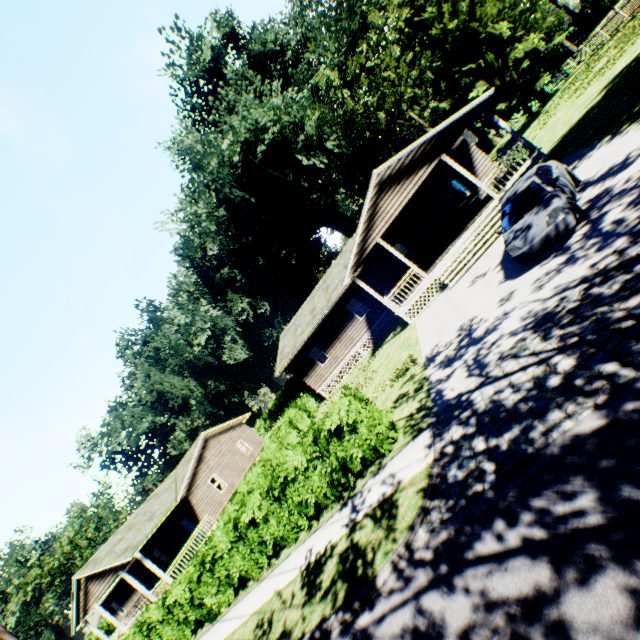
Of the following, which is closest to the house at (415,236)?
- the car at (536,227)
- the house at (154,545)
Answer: the car at (536,227)

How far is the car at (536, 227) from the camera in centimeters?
868cm

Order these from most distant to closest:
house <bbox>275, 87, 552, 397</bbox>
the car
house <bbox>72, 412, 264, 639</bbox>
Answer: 1. house <bbox>72, 412, 264, 639</bbox>
2. house <bbox>275, 87, 552, 397</bbox>
3. the car

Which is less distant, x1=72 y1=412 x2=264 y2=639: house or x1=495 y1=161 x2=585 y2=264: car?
x1=495 y1=161 x2=585 y2=264: car

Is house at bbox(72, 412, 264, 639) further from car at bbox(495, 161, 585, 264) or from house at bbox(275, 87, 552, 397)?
car at bbox(495, 161, 585, 264)

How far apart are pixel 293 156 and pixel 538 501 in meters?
34.9
